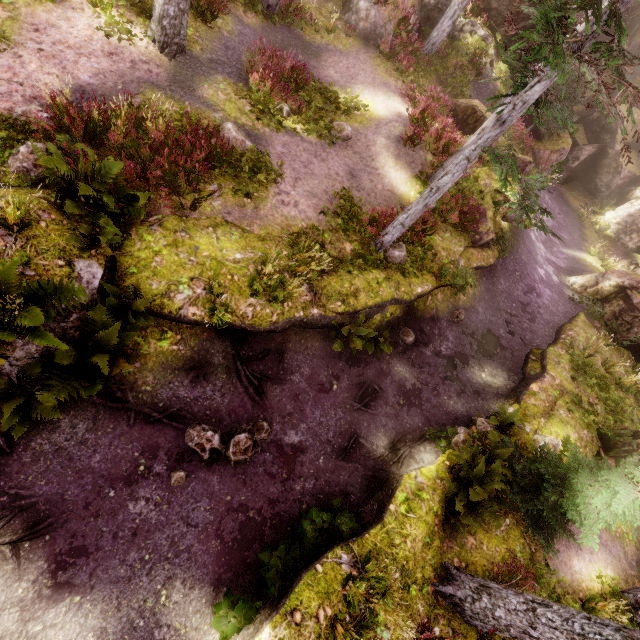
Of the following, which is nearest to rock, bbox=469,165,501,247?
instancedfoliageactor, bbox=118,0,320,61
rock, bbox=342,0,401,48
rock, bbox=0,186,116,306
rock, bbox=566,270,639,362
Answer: instancedfoliageactor, bbox=118,0,320,61

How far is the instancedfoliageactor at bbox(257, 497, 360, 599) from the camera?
6.00m

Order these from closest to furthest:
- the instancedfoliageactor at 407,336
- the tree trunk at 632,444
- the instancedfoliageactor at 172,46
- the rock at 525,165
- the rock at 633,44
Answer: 1. the instancedfoliageactor at 172,46
2. the tree trunk at 632,444
3. the instancedfoliageactor at 407,336
4. the rock at 525,165
5. the rock at 633,44

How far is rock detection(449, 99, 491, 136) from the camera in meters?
14.4 m

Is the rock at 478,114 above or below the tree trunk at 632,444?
above

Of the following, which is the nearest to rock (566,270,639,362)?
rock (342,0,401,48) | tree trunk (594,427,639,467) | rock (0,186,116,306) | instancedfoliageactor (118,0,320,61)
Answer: instancedfoliageactor (118,0,320,61)

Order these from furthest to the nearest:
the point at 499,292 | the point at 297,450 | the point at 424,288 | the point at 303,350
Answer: the point at 499,292, the point at 424,288, the point at 303,350, the point at 297,450
